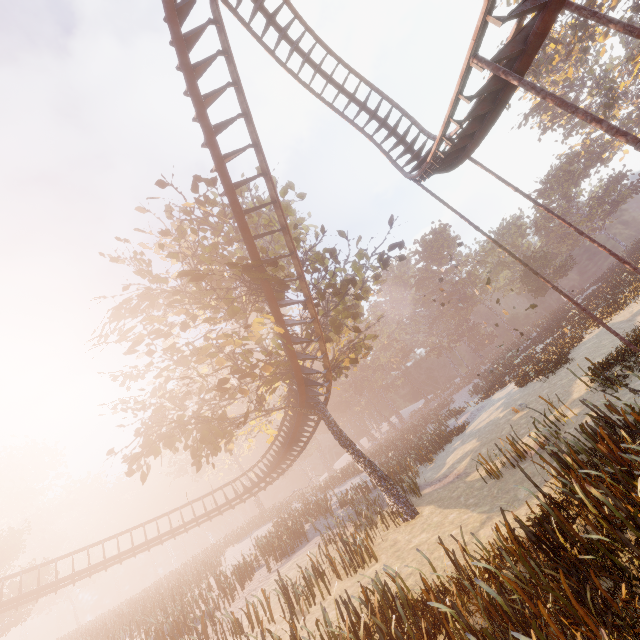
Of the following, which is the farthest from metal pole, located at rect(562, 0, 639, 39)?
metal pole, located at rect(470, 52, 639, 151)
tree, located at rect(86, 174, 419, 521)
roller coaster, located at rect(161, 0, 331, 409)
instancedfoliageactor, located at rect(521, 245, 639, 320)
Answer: instancedfoliageactor, located at rect(521, 245, 639, 320)

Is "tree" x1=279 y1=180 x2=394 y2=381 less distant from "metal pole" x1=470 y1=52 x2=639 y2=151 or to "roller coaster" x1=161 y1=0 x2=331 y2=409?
"roller coaster" x1=161 y1=0 x2=331 y2=409

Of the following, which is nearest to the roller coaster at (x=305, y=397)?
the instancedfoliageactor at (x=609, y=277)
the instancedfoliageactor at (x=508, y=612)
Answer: the instancedfoliageactor at (x=508, y=612)

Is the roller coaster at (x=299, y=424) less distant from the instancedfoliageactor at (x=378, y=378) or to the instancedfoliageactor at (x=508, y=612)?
the instancedfoliageactor at (x=508, y=612)

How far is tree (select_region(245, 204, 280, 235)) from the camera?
16.6m

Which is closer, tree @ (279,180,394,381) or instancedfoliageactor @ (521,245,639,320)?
tree @ (279,180,394,381)

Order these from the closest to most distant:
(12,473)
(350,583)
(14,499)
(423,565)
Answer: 1. (423,565)
2. (350,583)
3. (14,499)
4. (12,473)

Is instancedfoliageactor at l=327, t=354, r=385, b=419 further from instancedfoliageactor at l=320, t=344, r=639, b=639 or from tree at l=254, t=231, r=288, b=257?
instancedfoliageactor at l=320, t=344, r=639, b=639
